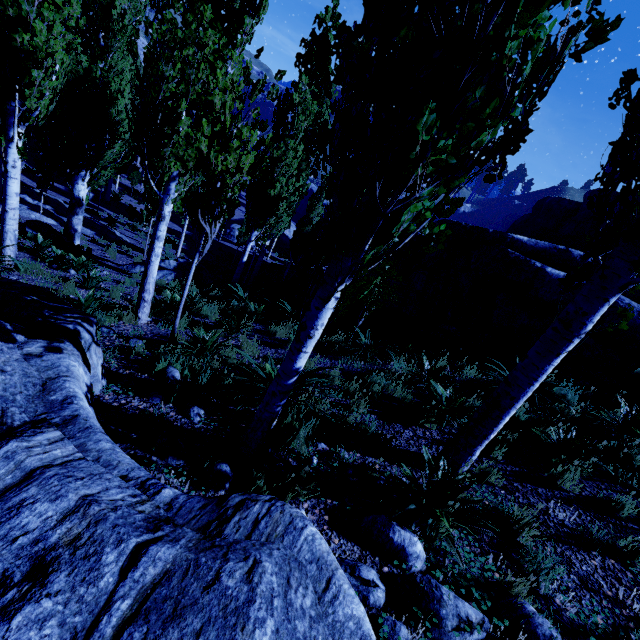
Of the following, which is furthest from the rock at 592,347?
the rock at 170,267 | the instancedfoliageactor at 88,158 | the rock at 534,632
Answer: the rock at 170,267

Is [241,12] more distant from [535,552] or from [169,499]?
[535,552]

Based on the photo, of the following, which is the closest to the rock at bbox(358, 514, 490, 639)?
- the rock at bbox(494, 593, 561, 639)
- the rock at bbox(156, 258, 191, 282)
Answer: the rock at bbox(494, 593, 561, 639)

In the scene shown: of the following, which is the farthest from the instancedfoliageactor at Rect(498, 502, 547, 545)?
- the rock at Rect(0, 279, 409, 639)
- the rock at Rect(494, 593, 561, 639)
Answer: the rock at Rect(494, 593, 561, 639)

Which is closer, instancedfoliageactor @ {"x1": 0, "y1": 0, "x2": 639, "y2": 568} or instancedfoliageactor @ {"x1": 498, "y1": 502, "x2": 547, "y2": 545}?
instancedfoliageactor @ {"x1": 0, "y1": 0, "x2": 639, "y2": 568}

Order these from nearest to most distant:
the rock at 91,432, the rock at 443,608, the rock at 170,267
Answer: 1. the rock at 91,432
2. the rock at 443,608
3. the rock at 170,267

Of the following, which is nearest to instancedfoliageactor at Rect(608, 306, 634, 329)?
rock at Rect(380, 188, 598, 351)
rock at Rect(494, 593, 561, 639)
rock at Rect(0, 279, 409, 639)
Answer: rock at Rect(0, 279, 409, 639)
